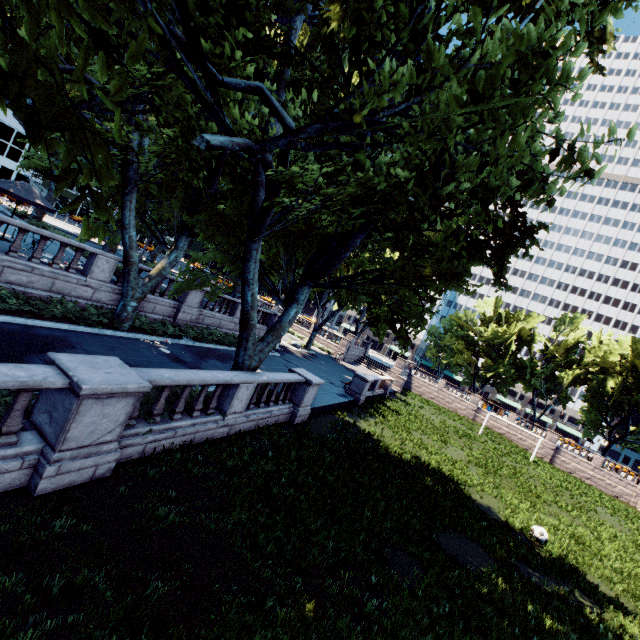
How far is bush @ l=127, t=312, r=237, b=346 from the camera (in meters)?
16.56

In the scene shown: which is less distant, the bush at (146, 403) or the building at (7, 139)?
the bush at (146, 403)

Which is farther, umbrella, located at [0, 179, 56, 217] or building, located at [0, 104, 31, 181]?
building, located at [0, 104, 31, 181]

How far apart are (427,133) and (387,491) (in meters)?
12.07

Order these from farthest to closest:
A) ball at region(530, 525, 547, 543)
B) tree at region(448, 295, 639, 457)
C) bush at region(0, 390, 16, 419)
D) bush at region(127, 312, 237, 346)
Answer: tree at region(448, 295, 639, 457)
bush at region(127, 312, 237, 346)
ball at region(530, 525, 547, 543)
bush at region(0, 390, 16, 419)

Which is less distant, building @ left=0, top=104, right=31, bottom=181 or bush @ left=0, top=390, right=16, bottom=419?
bush @ left=0, top=390, right=16, bottom=419

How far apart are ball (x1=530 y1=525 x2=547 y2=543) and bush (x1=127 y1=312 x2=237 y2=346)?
19.0m

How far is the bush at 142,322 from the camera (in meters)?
16.56
